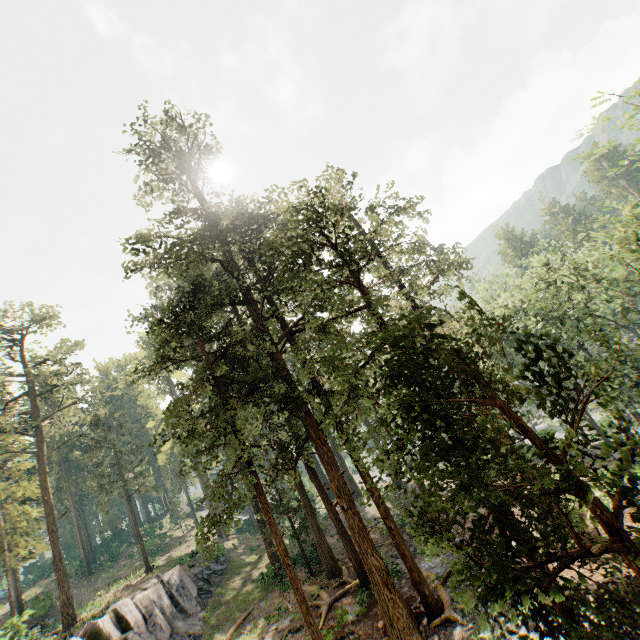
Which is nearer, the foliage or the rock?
the foliage

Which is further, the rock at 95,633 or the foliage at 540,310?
the rock at 95,633

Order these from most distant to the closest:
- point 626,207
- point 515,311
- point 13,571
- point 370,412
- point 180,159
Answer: point 515,311, point 13,571, point 626,207, point 180,159, point 370,412
